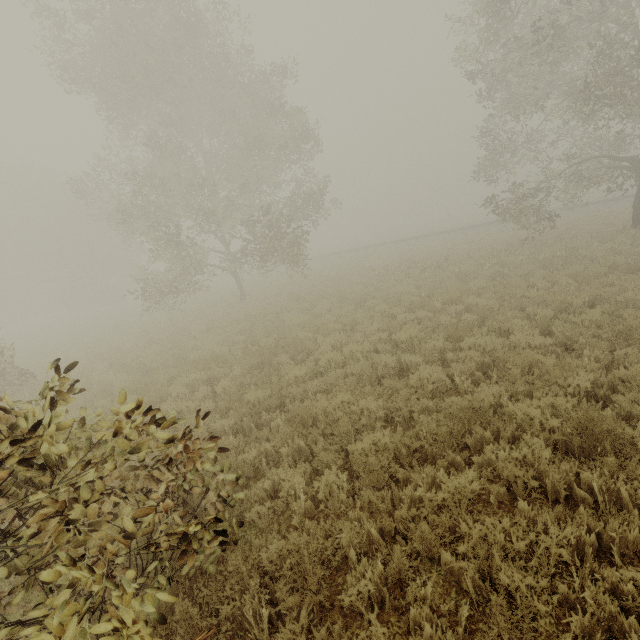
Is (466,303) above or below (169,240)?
below

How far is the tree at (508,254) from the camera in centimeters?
1418cm

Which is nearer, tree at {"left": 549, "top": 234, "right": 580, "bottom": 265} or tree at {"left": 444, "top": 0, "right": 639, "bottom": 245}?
tree at {"left": 444, "top": 0, "right": 639, "bottom": 245}

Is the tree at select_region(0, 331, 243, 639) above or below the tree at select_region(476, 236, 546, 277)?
above

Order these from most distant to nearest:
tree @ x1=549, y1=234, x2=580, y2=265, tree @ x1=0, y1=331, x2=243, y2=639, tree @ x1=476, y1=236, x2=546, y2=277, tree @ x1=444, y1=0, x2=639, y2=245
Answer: tree @ x1=476, y1=236, x2=546, y2=277, tree @ x1=549, y1=234, x2=580, y2=265, tree @ x1=444, y1=0, x2=639, y2=245, tree @ x1=0, y1=331, x2=243, y2=639

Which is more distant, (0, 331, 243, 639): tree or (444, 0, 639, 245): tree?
(444, 0, 639, 245): tree

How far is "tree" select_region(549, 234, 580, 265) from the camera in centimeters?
1332cm

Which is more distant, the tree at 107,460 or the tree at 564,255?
the tree at 564,255
